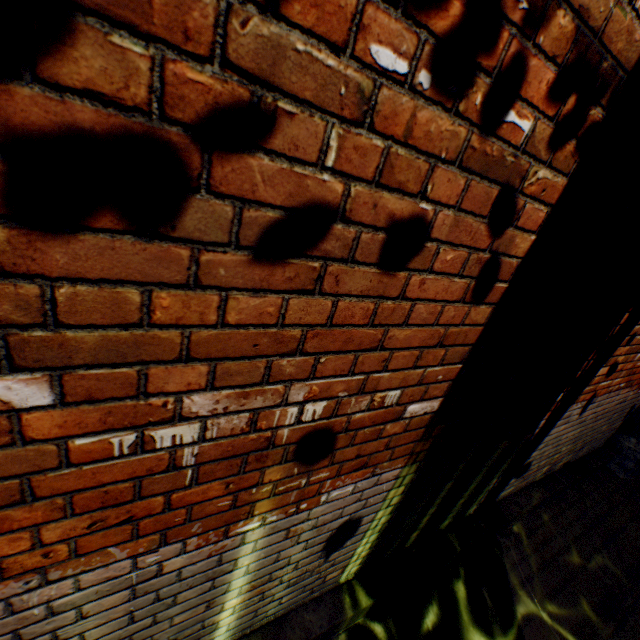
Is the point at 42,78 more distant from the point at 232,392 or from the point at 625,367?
the point at 625,367
